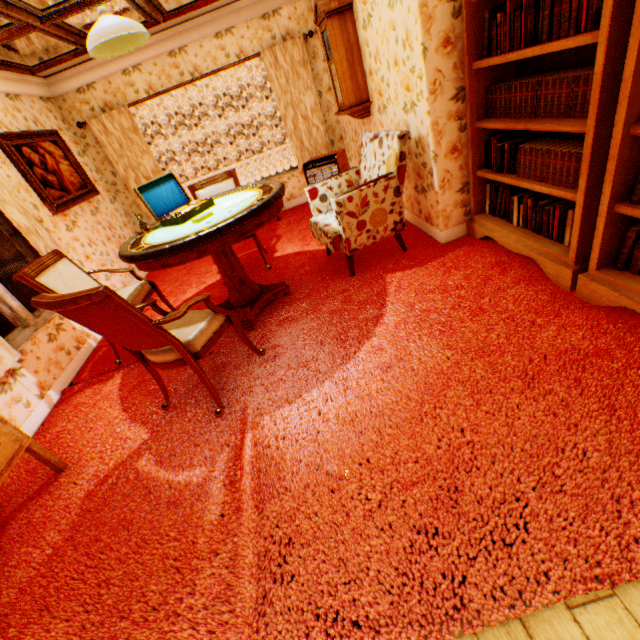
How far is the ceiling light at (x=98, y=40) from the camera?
2.3m

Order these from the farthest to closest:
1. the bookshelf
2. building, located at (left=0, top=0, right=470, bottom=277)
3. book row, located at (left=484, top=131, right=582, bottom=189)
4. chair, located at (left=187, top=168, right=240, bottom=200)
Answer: chair, located at (left=187, top=168, right=240, bottom=200) → building, located at (left=0, top=0, right=470, bottom=277) → book row, located at (left=484, top=131, right=582, bottom=189) → the bookshelf

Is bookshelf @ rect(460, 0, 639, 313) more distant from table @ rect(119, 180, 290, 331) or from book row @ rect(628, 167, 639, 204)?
table @ rect(119, 180, 290, 331)

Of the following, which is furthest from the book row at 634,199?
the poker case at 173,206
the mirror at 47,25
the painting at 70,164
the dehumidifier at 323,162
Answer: the painting at 70,164

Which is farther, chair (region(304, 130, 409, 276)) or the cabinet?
chair (region(304, 130, 409, 276))

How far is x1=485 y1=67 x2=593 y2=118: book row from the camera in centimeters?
193cm

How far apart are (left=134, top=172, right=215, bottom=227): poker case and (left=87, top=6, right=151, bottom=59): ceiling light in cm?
93

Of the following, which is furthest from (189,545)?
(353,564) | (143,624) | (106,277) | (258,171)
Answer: (258,171)
